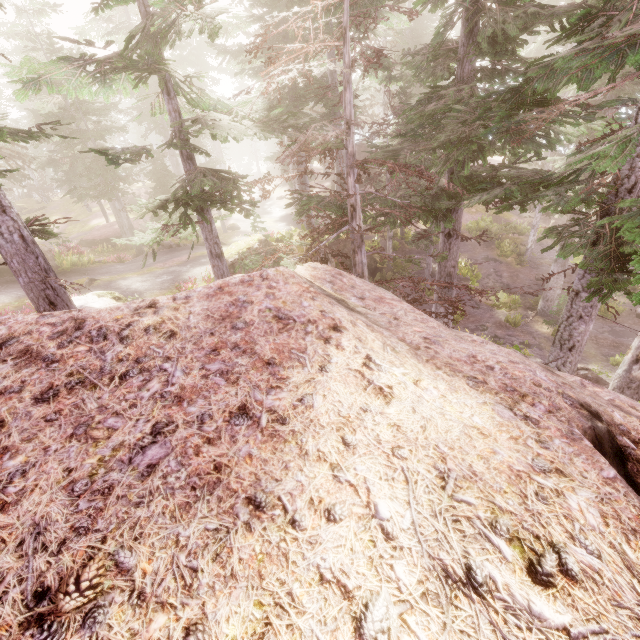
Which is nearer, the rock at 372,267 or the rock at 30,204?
the rock at 372,267

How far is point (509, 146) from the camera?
5.51m

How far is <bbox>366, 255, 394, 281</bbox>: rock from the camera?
23.6m

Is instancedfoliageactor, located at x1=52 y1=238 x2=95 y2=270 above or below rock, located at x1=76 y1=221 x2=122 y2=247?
above

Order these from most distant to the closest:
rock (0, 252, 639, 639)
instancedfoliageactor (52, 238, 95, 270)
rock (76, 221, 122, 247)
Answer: rock (76, 221, 122, 247)
instancedfoliageactor (52, 238, 95, 270)
rock (0, 252, 639, 639)

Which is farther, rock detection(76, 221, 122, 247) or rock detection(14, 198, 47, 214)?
rock detection(14, 198, 47, 214)

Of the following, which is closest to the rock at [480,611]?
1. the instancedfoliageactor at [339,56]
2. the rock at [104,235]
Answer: the instancedfoliageactor at [339,56]

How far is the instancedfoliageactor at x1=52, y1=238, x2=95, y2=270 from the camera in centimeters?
1808cm
